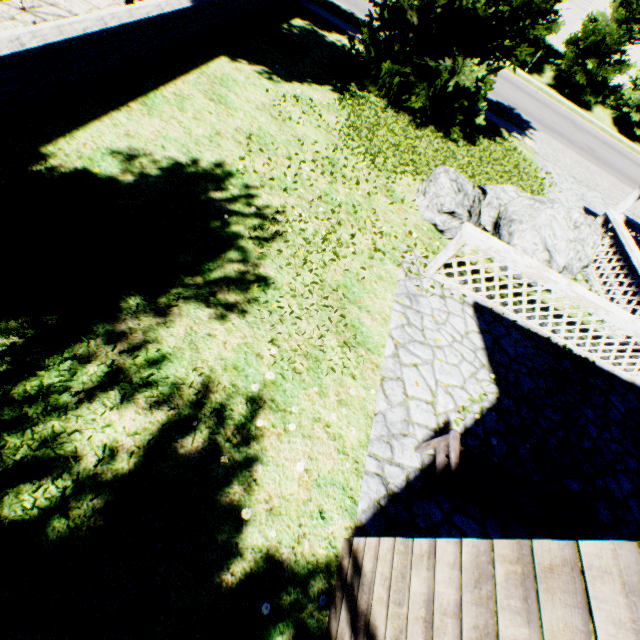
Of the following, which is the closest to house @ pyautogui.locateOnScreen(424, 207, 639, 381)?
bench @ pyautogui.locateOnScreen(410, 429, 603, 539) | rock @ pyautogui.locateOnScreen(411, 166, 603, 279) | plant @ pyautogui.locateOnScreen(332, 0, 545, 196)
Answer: rock @ pyautogui.locateOnScreen(411, 166, 603, 279)

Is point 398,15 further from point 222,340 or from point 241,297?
point 222,340

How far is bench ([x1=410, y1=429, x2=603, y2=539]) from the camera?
2.8m

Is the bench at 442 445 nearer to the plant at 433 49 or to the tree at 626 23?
the tree at 626 23

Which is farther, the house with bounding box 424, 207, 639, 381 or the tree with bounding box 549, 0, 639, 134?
the tree with bounding box 549, 0, 639, 134

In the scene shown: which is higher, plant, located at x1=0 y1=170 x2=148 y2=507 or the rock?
the rock

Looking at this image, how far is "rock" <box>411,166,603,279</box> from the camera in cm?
616

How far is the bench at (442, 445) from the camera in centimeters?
285cm
